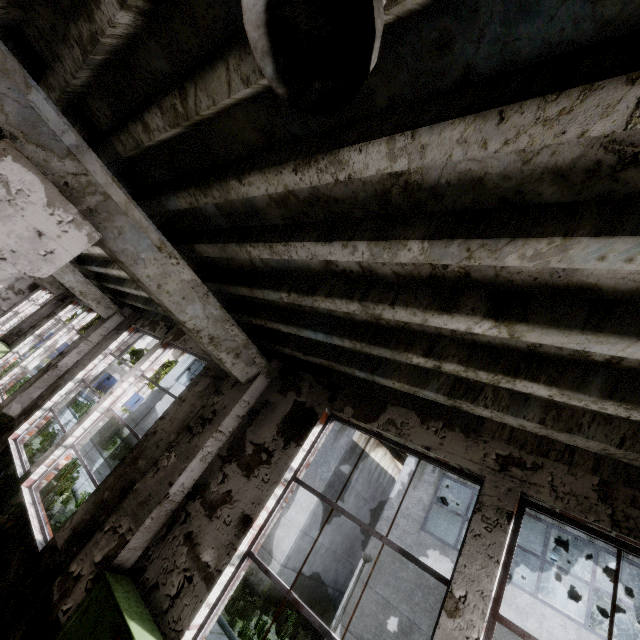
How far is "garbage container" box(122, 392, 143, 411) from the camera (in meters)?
39.18

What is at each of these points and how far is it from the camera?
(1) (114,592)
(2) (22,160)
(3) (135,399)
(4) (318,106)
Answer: (1) power box, 2.87m
(2) column beam, 2.31m
(3) garbage container, 39.84m
(4) ceiling lamp, 1.05m

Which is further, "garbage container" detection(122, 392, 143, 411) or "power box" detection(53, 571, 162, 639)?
"garbage container" detection(122, 392, 143, 411)

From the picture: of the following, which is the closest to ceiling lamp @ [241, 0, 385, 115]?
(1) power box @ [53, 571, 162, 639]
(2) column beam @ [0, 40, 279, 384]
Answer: (2) column beam @ [0, 40, 279, 384]

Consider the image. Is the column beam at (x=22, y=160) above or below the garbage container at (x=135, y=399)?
above

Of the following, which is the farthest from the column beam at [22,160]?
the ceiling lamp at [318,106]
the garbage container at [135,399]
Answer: the garbage container at [135,399]

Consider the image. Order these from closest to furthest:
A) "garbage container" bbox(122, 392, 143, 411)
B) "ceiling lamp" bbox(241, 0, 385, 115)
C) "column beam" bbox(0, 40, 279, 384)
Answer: "ceiling lamp" bbox(241, 0, 385, 115)
"column beam" bbox(0, 40, 279, 384)
"garbage container" bbox(122, 392, 143, 411)

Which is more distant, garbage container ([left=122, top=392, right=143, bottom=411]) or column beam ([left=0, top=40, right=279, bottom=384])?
garbage container ([left=122, top=392, right=143, bottom=411])
